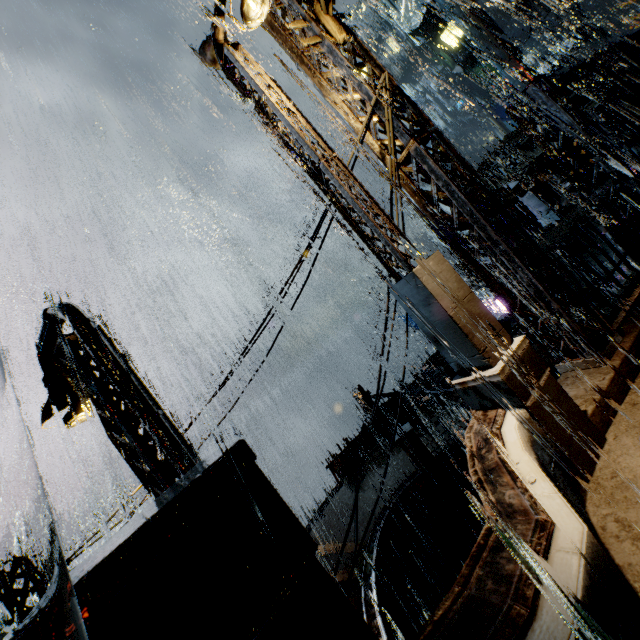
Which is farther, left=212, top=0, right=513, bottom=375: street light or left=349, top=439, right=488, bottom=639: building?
left=349, top=439, right=488, bottom=639: building

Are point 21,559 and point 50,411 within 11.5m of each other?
yes

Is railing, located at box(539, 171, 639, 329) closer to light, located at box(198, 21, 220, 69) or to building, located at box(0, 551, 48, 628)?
building, located at box(0, 551, 48, 628)

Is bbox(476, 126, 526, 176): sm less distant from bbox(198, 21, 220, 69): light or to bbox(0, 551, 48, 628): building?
bbox(0, 551, 48, 628): building

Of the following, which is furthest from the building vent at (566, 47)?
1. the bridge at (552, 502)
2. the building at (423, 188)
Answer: the bridge at (552, 502)

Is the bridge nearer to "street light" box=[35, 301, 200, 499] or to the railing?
"street light" box=[35, 301, 200, 499]

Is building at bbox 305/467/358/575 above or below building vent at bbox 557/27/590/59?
below

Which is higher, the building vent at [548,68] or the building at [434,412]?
the building vent at [548,68]
